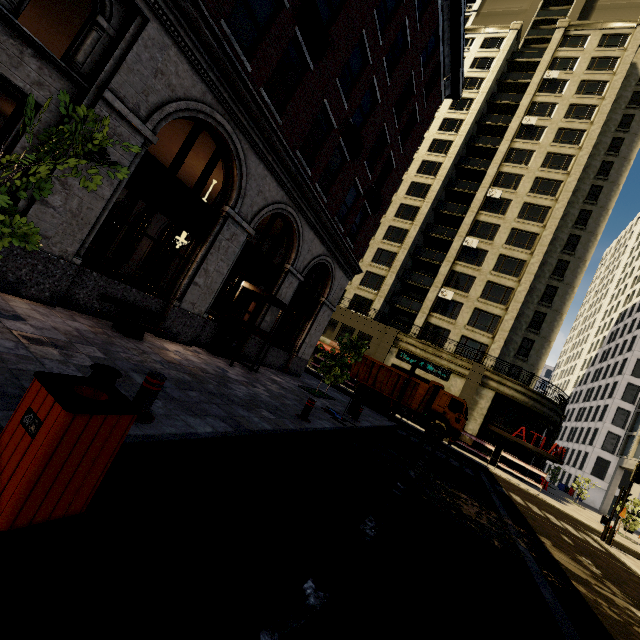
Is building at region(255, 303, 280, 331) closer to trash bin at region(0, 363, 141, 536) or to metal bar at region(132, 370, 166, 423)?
metal bar at region(132, 370, 166, 423)

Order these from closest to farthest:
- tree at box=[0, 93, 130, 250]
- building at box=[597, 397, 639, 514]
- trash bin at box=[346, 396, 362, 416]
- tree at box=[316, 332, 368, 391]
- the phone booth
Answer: tree at box=[0, 93, 130, 250]
the phone booth
trash bin at box=[346, 396, 362, 416]
tree at box=[316, 332, 368, 391]
building at box=[597, 397, 639, 514]

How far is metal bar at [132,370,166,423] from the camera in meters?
3.9 m

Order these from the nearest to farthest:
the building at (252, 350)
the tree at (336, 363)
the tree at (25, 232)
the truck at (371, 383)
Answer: the tree at (25, 232) → the building at (252, 350) → the tree at (336, 363) → the truck at (371, 383)

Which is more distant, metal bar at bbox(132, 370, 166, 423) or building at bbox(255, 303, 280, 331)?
building at bbox(255, 303, 280, 331)

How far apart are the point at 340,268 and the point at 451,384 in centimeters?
1684cm

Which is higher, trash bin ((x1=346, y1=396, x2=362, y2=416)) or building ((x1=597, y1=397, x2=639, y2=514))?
building ((x1=597, y1=397, x2=639, y2=514))

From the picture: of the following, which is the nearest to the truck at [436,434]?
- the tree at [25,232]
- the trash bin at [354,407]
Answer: the tree at [25,232]
